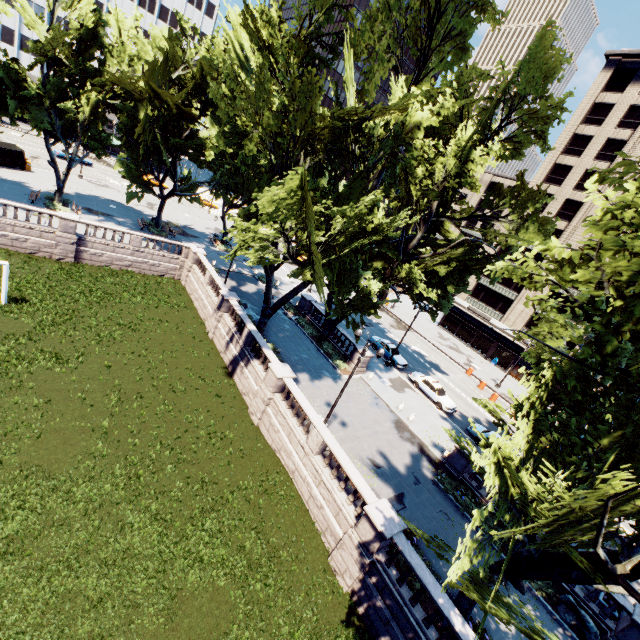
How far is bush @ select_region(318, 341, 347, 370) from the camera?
28.59m

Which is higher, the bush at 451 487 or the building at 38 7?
the building at 38 7

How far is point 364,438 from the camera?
21.42m

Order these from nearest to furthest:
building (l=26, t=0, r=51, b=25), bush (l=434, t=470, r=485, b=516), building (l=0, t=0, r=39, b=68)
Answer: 1. bush (l=434, t=470, r=485, b=516)
2. building (l=0, t=0, r=39, b=68)
3. building (l=26, t=0, r=51, b=25)

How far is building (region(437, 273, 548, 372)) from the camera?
48.8m

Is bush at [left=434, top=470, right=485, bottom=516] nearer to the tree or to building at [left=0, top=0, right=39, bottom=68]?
the tree

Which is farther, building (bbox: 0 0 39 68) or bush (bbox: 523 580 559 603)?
building (bbox: 0 0 39 68)

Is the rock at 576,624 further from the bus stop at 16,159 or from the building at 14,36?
→ the building at 14,36
